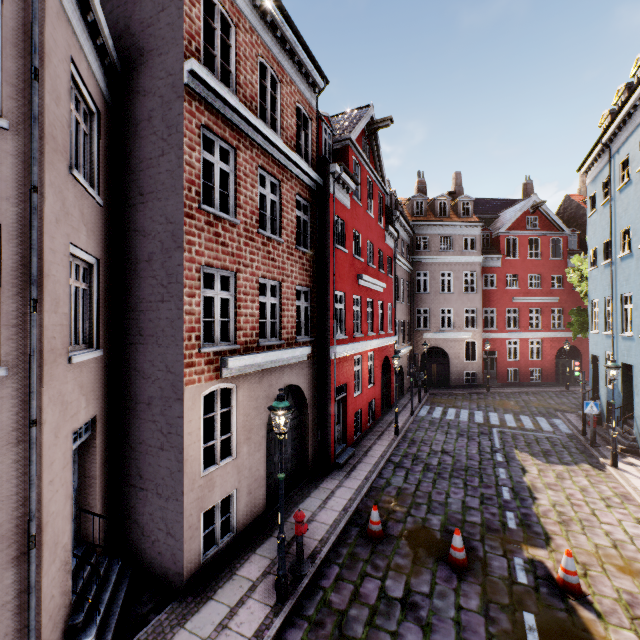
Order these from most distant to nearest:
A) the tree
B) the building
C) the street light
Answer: the tree
the street light
the building

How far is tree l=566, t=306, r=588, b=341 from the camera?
19.80m

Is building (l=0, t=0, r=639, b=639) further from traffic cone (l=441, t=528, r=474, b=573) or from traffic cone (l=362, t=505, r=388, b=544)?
traffic cone (l=441, t=528, r=474, b=573)

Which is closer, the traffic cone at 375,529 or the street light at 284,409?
the street light at 284,409

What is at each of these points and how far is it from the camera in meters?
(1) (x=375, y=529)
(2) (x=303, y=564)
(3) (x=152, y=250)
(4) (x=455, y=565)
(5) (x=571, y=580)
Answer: (1) traffic cone, 7.9 m
(2) hydrant, 6.8 m
(3) building, 6.7 m
(4) traffic cone, 7.0 m
(5) traffic cone, 6.3 m

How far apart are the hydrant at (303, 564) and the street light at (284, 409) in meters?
0.5 m

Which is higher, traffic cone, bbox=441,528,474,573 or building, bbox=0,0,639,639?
building, bbox=0,0,639,639

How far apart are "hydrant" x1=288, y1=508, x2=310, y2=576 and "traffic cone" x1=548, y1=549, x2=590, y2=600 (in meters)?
4.94
